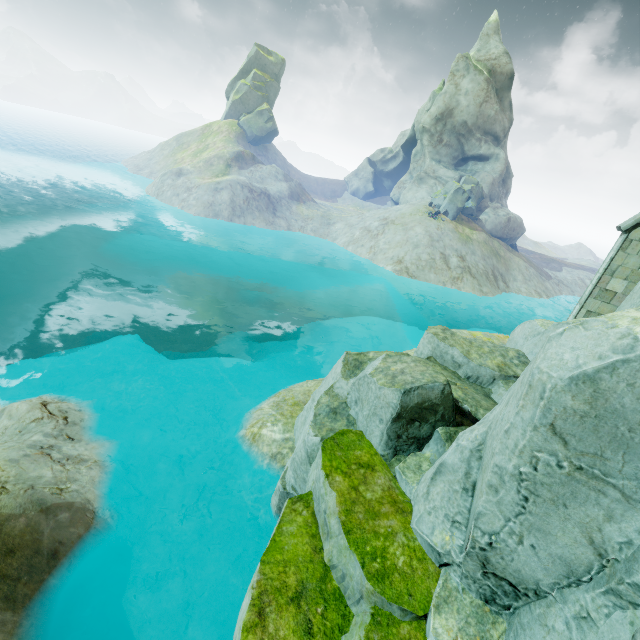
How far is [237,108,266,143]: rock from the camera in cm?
5925

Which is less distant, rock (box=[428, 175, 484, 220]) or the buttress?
the buttress

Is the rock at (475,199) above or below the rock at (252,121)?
below

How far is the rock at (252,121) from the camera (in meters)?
59.25

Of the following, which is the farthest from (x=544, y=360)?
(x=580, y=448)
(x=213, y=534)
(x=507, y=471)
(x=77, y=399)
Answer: (x=77, y=399)

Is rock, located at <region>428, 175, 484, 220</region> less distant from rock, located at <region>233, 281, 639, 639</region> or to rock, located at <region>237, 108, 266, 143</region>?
rock, located at <region>233, 281, 639, 639</region>

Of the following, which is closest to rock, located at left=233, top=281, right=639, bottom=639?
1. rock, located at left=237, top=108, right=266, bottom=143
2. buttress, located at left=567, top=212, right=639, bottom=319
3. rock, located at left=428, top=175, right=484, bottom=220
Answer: buttress, located at left=567, top=212, right=639, bottom=319

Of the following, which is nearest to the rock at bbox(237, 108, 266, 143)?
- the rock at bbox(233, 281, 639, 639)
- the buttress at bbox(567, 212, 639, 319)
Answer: the rock at bbox(233, 281, 639, 639)
